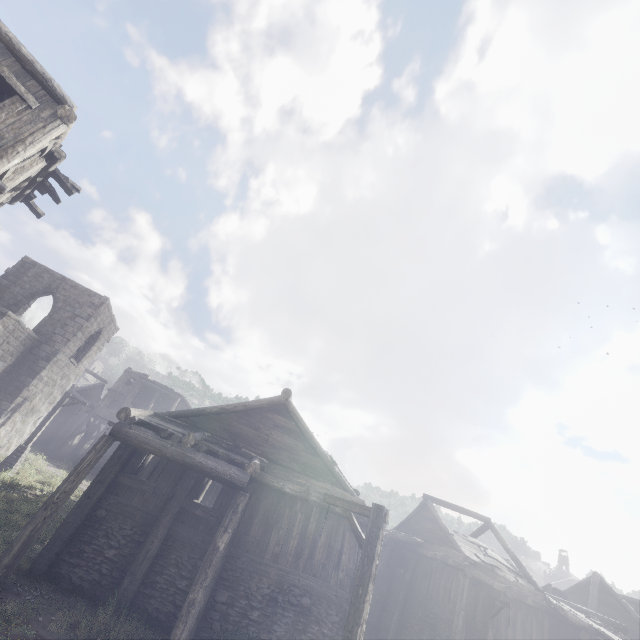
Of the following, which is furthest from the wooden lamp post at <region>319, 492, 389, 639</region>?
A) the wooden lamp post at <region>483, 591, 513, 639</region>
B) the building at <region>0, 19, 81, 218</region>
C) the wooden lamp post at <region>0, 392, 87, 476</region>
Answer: the wooden lamp post at <region>0, 392, 87, 476</region>

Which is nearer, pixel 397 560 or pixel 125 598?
pixel 125 598

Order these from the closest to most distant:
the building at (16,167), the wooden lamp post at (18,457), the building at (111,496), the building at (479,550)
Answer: the building at (16,167)
the building at (111,496)
the building at (479,550)
the wooden lamp post at (18,457)

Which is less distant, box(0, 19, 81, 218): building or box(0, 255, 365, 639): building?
box(0, 19, 81, 218): building

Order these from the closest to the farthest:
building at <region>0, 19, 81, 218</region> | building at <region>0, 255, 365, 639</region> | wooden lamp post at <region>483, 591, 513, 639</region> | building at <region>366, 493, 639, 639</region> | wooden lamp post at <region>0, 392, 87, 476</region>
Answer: building at <region>0, 19, 81, 218</region> < building at <region>0, 255, 365, 639</region> < wooden lamp post at <region>483, 591, 513, 639</region> < building at <region>366, 493, 639, 639</region> < wooden lamp post at <region>0, 392, 87, 476</region>

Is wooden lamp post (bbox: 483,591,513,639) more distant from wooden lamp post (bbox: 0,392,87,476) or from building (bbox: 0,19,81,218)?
wooden lamp post (bbox: 0,392,87,476)

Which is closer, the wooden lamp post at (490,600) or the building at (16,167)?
the building at (16,167)
